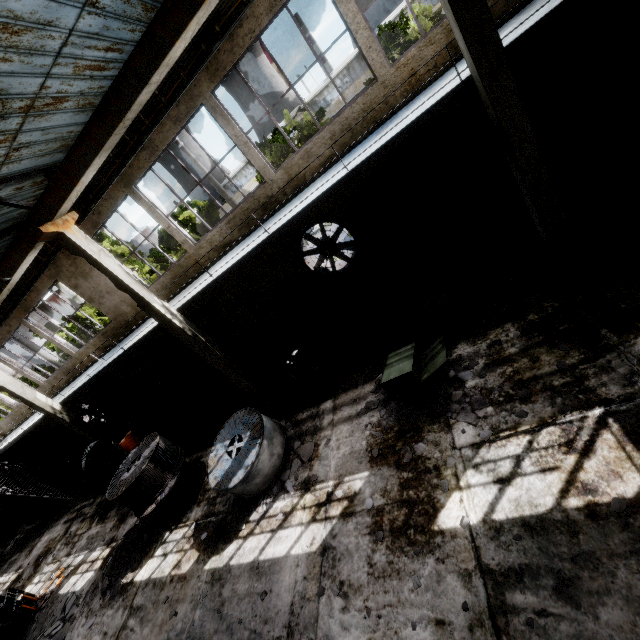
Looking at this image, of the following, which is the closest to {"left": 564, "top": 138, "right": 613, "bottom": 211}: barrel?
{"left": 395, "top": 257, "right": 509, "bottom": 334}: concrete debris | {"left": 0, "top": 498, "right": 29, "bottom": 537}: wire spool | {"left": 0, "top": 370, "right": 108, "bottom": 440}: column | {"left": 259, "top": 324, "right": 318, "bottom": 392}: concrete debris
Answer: {"left": 395, "top": 257, "right": 509, "bottom": 334}: concrete debris

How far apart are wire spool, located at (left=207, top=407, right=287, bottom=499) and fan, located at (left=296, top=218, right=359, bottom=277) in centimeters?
531cm

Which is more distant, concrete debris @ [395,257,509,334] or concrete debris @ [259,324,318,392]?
concrete debris @ [259,324,318,392]

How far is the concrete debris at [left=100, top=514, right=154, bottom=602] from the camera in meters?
9.2 m

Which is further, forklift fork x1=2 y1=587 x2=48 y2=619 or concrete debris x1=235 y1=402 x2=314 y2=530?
forklift fork x1=2 y1=587 x2=48 y2=619

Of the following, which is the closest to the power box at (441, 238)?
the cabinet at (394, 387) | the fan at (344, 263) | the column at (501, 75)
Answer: the fan at (344, 263)

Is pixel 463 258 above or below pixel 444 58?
below

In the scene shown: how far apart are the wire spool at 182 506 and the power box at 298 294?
6.36m
